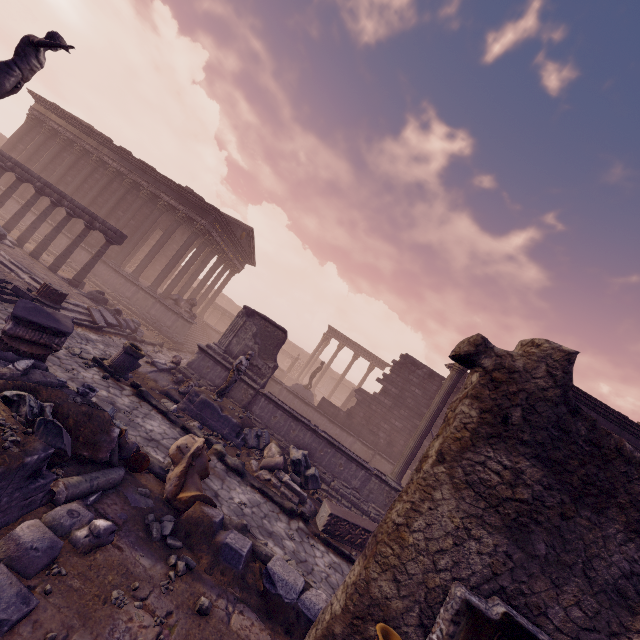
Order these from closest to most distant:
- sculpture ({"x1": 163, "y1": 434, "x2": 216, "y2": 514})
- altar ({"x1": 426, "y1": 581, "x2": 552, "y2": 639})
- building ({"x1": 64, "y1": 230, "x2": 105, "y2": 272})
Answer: altar ({"x1": 426, "y1": 581, "x2": 552, "y2": 639}) < sculpture ({"x1": 163, "y1": 434, "x2": 216, "y2": 514}) < building ({"x1": 64, "y1": 230, "x2": 105, "y2": 272})

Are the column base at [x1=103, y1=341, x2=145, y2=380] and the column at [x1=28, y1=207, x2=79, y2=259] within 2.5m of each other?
no

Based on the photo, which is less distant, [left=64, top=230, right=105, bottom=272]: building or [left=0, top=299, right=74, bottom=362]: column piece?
[left=0, top=299, right=74, bottom=362]: column piece

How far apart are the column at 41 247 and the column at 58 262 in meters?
0.6

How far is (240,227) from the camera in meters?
22.3

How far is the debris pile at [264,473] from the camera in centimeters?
855cm

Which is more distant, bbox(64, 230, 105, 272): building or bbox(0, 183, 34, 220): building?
bbox(0, 183, 34, 220): building

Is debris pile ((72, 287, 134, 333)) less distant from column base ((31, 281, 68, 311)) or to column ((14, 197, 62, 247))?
column base ((31, 281, 68, 311))
